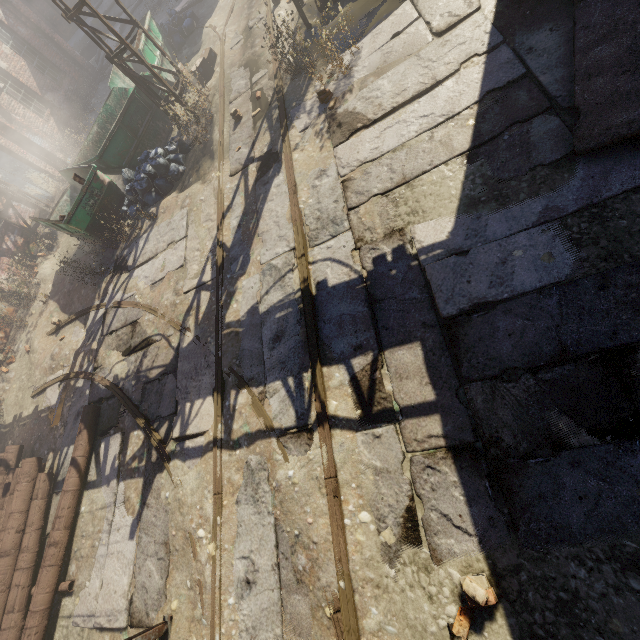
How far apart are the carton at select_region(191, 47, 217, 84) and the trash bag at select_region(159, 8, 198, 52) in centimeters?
300cm

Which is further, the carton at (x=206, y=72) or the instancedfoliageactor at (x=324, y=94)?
the carton at (x=206, y=72)

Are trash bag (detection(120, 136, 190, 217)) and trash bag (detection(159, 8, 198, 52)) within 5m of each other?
no

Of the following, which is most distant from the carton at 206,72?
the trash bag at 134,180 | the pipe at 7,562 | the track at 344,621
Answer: the pipe at 7,562

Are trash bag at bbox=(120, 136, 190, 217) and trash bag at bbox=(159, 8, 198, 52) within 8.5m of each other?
yes

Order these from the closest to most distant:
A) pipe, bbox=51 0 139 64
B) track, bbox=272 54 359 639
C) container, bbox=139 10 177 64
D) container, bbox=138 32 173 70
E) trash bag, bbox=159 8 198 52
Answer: track, bbox=272 54 359 639, pipe, bbox=51 0 139 64, container, bbox=138 32 173 70, container, bbox=139 10 177 64, trash bag, bbox=159 8 198 52

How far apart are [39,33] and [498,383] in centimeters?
2433cm

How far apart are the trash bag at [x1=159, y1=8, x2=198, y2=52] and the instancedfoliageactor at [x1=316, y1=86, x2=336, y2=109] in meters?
9.7
